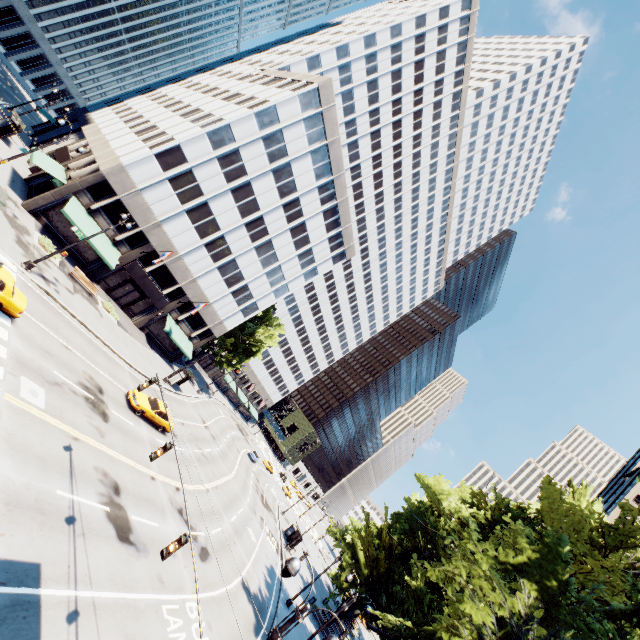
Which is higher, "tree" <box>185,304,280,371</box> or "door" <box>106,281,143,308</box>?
"tree" <box>185,304,280,371</box>

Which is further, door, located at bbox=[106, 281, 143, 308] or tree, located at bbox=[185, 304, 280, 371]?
tree, located at bbox=[185, 304, 280, 371]

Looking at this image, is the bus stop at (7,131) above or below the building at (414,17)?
below

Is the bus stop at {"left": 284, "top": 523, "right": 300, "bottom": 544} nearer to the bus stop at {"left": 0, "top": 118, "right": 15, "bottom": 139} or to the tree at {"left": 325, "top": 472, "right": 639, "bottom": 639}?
the tree at {"left": 325, "top": 472, "right": 639, "bottom": 639}

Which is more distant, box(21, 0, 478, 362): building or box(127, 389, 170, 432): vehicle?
box(21, 0, 478, 362): building

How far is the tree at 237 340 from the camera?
51.3m

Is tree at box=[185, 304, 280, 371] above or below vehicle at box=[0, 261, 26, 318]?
above

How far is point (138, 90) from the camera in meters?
55.8
